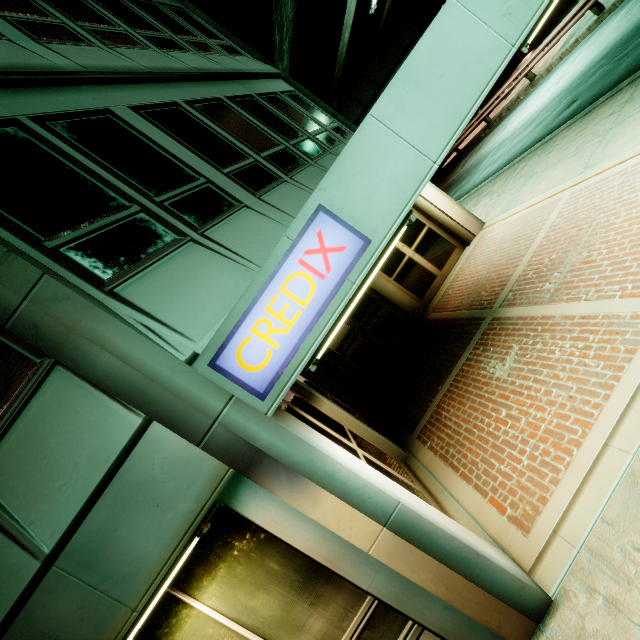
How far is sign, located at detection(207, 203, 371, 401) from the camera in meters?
2.5

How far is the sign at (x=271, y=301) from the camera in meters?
2.5 m

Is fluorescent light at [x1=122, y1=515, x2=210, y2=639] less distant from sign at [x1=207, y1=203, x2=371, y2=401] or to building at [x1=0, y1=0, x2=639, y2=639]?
building at [x1=0, y1=0, x2=639, y2=639]

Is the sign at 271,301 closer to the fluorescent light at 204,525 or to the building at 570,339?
the building at 570,339

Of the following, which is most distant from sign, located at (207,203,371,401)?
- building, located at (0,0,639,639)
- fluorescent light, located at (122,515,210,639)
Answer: fluorescent light, located at (122,515,210,639)

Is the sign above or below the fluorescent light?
above

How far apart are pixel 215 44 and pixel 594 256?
10.0 meters
